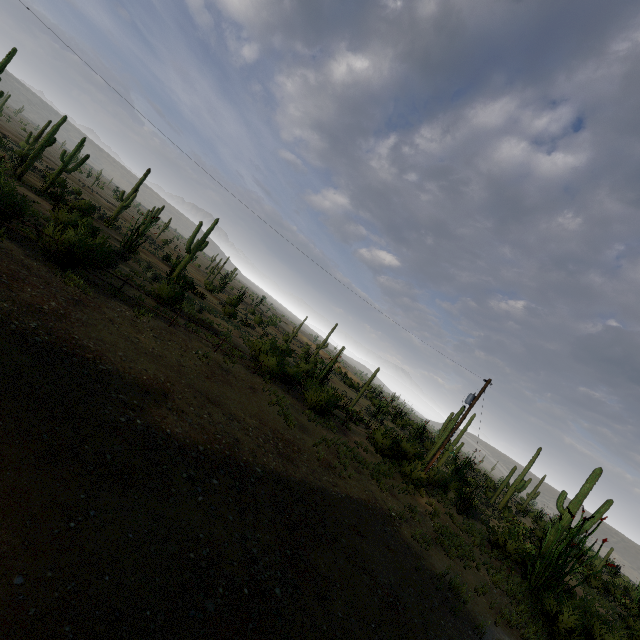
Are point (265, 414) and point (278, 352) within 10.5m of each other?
yes
